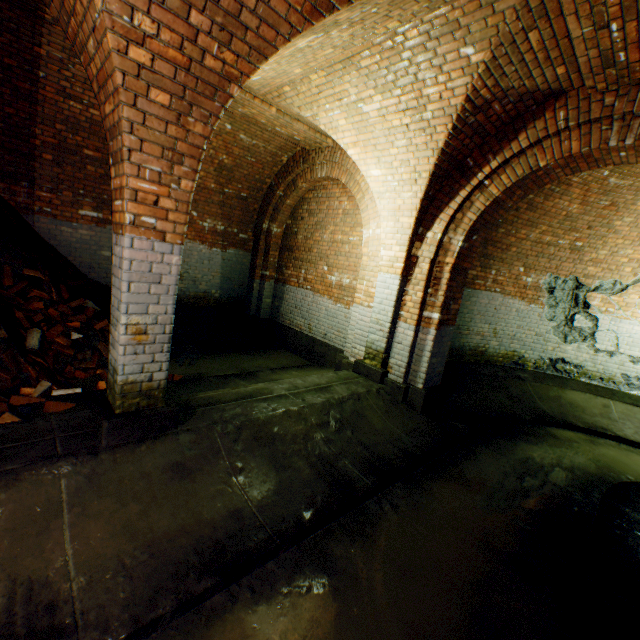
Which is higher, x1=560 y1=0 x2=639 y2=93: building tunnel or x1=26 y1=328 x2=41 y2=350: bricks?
x1=560 y1=0 x2=639 y2=93: building tunnel

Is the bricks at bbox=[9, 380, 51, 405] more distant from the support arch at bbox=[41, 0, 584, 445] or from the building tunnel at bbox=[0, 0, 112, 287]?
the support arch at bbox=[41, 0, 584, 445]

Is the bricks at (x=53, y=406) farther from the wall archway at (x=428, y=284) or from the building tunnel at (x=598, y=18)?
the wall archway at (x=428, y=284)

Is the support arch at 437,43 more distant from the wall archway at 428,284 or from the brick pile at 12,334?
the brick pile at 12,334

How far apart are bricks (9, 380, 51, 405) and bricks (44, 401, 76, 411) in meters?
0.4 m

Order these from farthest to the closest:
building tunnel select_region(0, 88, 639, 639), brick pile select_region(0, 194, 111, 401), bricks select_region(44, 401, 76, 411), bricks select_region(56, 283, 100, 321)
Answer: bricks select_region(56, 283, 100, 321)
brick pile select_region(0, 194, 111, 401)
bricks select_region(44, 401, 76, 411)
building tunnel select_region(0, 88, 639, 639)

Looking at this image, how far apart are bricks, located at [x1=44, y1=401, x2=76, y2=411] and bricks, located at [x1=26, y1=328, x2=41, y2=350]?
1.30m

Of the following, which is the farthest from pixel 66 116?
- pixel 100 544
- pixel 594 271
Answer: pixel 594 271
